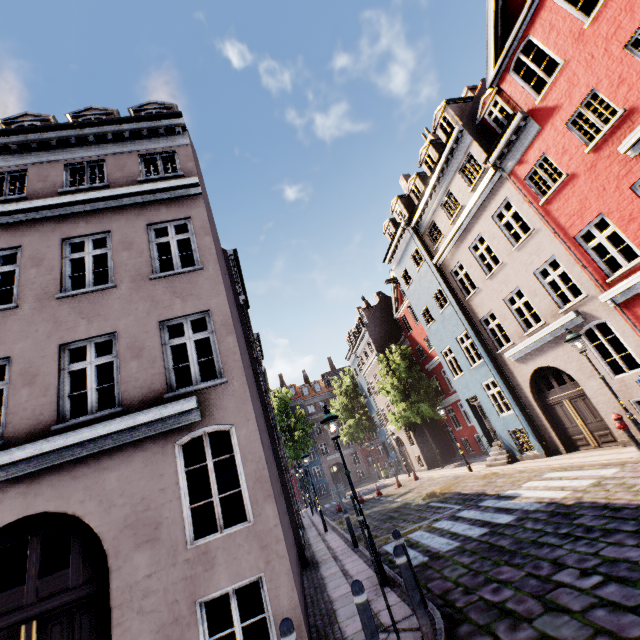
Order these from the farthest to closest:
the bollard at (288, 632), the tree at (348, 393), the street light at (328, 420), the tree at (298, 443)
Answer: the tree at (348, 393) < the tree at (298, 443) < the street light at (328, 420) < the bollard at (288, 632)

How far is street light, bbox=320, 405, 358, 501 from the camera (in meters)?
7.53

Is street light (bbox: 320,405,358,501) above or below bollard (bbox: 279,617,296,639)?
above

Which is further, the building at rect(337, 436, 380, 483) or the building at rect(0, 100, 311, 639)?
the building at rect(337, 436, 380, 483)

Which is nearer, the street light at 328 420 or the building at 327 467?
the street light at 328 420

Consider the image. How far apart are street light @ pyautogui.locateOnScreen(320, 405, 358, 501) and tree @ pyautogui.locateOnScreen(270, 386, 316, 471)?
30.40m

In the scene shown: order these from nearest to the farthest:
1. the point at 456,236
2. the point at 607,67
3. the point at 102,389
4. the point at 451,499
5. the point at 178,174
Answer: the point at 607,67 < the point at 178,174 < the point at 102,389 < the point at 451,499 < the point at 456,236
